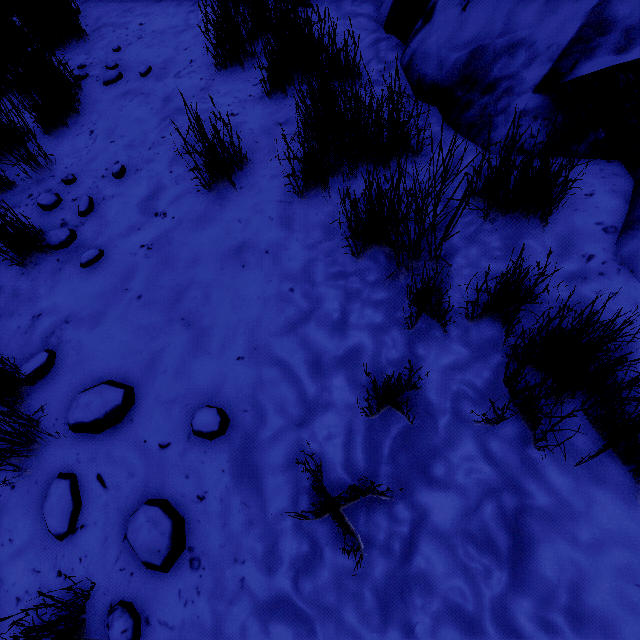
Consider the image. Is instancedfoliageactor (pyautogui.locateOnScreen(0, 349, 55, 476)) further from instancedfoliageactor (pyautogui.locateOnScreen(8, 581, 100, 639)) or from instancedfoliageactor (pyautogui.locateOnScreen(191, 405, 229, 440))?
instancedfoliageactor (pyautogui.locateOnScreen(191, 405, 229, 440))

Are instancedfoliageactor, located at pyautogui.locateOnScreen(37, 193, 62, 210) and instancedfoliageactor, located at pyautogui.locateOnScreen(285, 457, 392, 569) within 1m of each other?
no

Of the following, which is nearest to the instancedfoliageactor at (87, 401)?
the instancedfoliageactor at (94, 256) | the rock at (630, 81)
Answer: the instancedfoliageactor at (94, 256)

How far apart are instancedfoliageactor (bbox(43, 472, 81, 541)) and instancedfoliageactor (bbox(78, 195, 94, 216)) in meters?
1.0

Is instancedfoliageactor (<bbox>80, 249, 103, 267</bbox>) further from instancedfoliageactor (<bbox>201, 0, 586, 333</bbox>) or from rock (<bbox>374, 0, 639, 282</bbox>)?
rock (<bbox>374, 0, 639, 282</bbox>)

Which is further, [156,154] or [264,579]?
[156,154]

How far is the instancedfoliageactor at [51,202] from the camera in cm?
216

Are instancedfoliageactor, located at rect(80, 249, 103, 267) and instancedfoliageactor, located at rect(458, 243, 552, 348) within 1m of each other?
no
